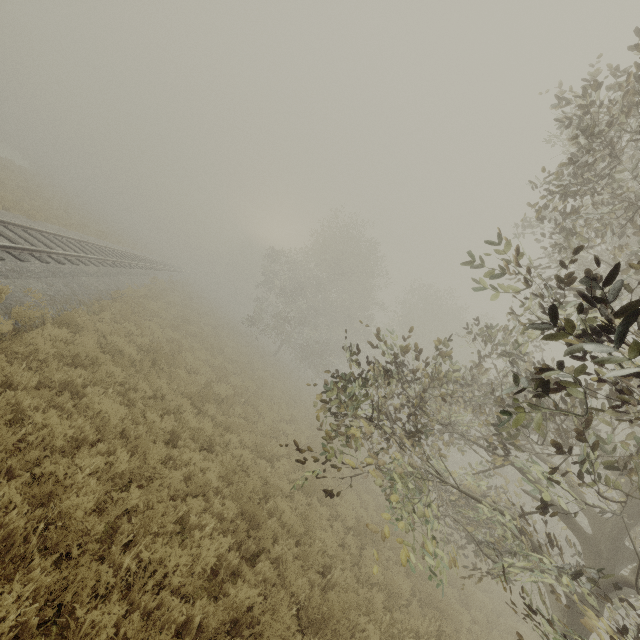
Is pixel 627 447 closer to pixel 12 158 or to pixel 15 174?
pixel 15 174
